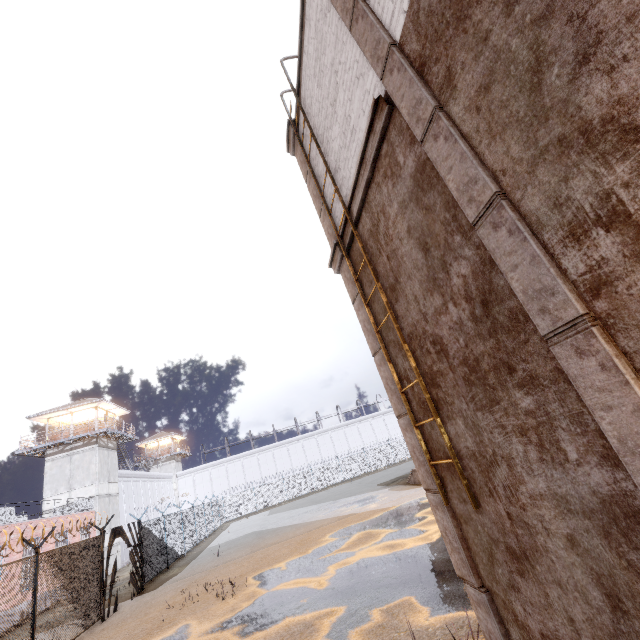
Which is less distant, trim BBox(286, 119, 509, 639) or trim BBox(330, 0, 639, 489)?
trim BBox(330, 0, 639, 489)

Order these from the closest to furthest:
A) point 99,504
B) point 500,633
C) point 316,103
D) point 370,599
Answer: point 500,633
point 316,103
point 370,599
point 99,504

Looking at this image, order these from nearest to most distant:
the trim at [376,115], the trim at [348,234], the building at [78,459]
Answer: the trim at [376,115] → the trim at [348,234] → the building at [78,459]

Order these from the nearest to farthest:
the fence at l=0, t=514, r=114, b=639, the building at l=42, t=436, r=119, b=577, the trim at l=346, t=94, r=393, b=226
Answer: the trim at l=346, t=94, r=393, b=226
the fence at l=0, t=514, r=114, b=639
the building at l=42, t=436, r=119, b=577

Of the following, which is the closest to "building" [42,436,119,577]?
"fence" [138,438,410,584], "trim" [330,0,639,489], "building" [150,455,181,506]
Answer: "fence" [138,438,410,584]

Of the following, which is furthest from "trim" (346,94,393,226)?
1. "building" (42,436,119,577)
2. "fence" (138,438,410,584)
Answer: "building" (42,436,119,577)

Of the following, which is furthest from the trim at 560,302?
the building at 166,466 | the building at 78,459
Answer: the building at 166,466

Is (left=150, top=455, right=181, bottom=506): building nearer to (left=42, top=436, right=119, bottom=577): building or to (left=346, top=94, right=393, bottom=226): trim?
(left=42, top=436, right=119, bottom=577): building
